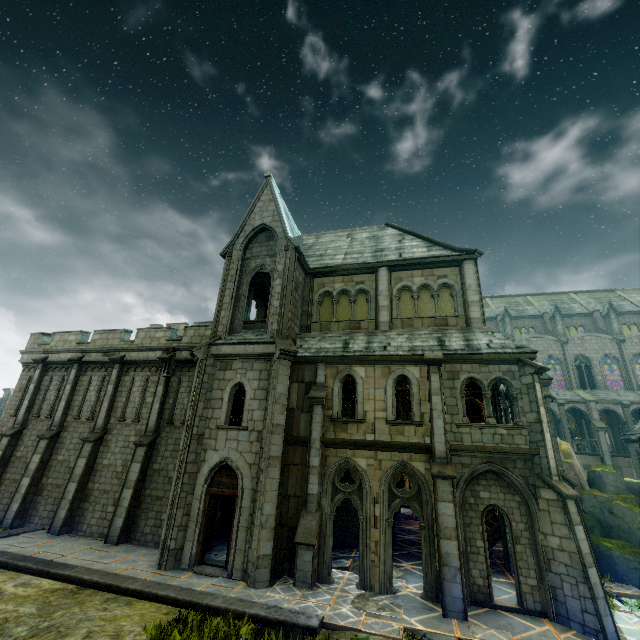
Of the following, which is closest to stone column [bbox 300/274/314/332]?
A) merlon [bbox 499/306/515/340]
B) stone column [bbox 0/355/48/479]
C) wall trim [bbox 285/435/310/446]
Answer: wall trim [bbox 285/435/310/446]

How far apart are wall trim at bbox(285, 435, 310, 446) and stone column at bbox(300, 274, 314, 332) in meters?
5.4 m

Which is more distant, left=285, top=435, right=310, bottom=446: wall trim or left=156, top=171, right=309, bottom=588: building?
left=285, top=435, right=310, bottom=446: wall trim

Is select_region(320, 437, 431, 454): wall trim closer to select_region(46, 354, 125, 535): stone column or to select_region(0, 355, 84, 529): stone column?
select_region(46, 354, 125, 535): stone column

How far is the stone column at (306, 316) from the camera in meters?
17.1

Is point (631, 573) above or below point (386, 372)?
below

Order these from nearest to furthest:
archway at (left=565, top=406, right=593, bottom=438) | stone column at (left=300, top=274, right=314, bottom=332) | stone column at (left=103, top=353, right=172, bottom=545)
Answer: stone column at (left=103, top=353, right=172, bottom=545)
stone column at (left=300, top=274, right=314, bottom=332)
archway at (left=565, top=406, right=593, bottom=438)

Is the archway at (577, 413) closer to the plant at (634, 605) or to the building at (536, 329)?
the building at (536, 329)
